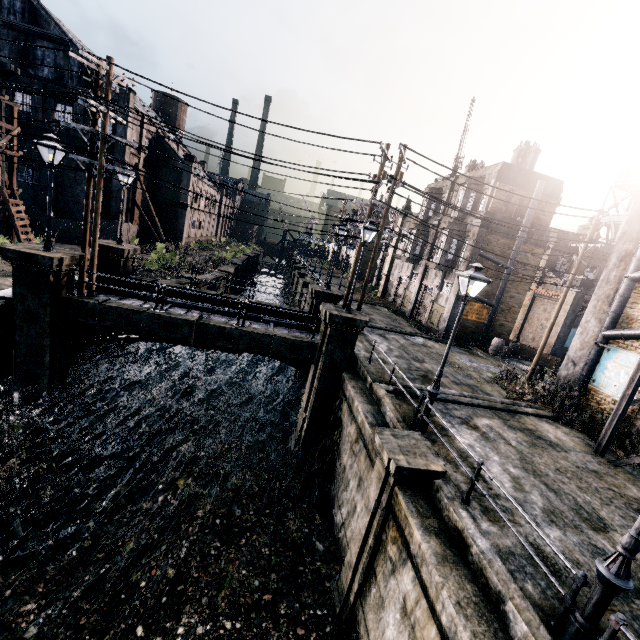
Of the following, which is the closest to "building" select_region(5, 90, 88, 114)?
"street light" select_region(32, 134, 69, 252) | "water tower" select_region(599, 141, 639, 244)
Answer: "street light" select_region(32, 134, 69, 252)

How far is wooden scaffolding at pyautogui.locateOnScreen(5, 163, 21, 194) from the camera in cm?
2371

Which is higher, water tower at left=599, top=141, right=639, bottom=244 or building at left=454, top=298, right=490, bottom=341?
water tower at left=599, top=141, right=639, bottom=244

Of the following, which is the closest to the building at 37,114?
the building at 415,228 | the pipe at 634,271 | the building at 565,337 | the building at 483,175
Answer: the building at 415,228

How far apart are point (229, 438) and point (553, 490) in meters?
13.5 m

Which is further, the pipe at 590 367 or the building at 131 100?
the building at 131 100

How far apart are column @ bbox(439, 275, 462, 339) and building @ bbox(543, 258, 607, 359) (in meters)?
10.06

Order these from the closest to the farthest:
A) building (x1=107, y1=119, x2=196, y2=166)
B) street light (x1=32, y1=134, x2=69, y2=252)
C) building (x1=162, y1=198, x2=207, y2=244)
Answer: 1. street light (x1=32, y1=134, x2=69, y2=252)
2. building (x1=107, y1=119, x2=196, y2=166)
3. building (x1=162, y1=198, x2=207, y2=244)
